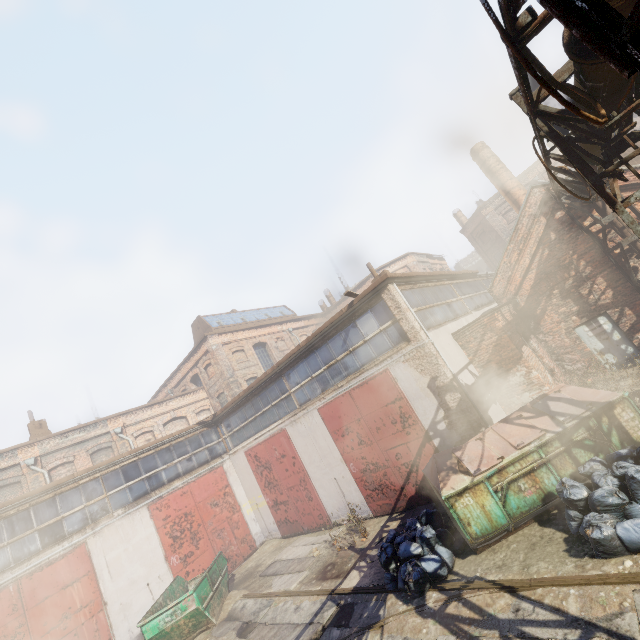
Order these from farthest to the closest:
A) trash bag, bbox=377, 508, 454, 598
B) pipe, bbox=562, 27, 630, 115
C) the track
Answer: trash bag, bbox=377, 508, 454, 598 → the track → pipe, bbox=562, 27, 630, 115

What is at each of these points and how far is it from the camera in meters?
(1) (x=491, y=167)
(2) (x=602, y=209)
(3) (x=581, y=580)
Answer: (1) building, 18.6 m
(2) pipe, 10.6 m
(3) track, 4.8 m

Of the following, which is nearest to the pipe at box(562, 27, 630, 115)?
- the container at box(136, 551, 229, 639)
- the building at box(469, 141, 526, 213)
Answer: the building at box(469, 141, 526, 213)

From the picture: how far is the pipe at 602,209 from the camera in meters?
10.5

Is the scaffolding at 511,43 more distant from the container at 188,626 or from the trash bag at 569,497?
the container at 188,626

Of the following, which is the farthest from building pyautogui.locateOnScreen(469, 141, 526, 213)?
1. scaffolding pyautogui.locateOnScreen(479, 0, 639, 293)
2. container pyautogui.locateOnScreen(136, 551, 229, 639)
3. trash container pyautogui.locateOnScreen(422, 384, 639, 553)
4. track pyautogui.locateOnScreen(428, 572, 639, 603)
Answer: container pyautogui.locateOnScreen(136, 551, 229, 639)

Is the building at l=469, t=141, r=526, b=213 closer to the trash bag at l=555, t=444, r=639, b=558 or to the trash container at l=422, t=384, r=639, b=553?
the trash container at l=422, t=384, r=639, b=553

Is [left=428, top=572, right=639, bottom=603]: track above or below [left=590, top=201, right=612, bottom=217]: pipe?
below
